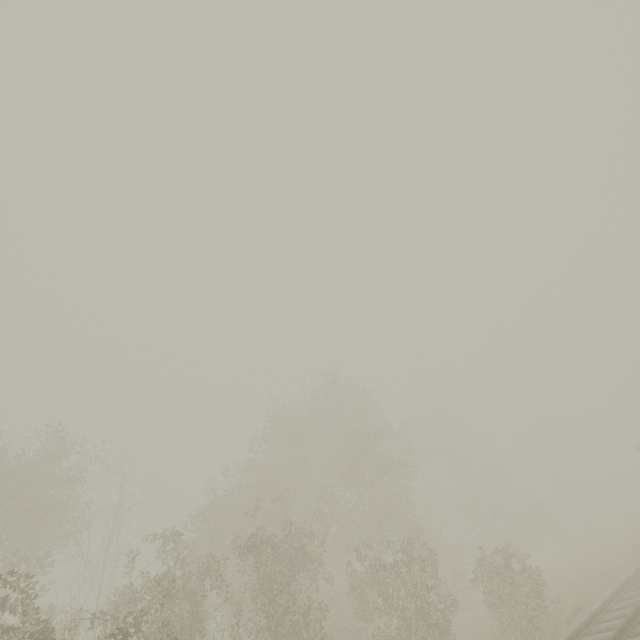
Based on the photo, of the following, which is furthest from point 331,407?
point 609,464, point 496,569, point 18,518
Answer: point 609,464
